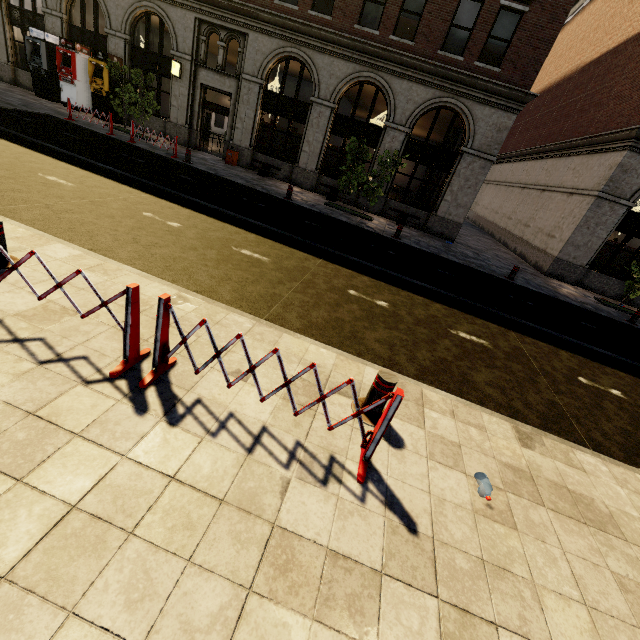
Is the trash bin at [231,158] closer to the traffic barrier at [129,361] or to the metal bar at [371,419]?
the traffic barrier at [129,361]

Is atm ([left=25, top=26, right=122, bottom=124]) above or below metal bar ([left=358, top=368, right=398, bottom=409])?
above

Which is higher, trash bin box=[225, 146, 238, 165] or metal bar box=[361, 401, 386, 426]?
trash bin box=[225, 146, 238, 165]

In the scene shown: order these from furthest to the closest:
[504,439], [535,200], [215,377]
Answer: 1. [535,200]
2. [504,439]
3. [215,377]

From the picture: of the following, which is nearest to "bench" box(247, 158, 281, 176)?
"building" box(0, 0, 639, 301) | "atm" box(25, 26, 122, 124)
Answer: "building" box(0, 0, 639, 301)

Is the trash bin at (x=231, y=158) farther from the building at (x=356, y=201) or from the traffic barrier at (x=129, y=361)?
the traffic barrier at (x=129, y=361)

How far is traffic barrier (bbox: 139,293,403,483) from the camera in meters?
2.8 m

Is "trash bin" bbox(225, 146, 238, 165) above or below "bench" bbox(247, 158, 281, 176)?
above
